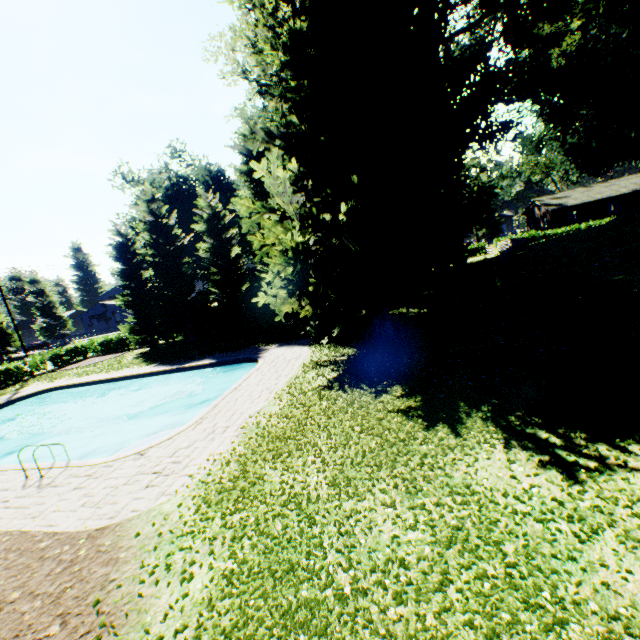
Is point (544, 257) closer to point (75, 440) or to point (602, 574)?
point (602, 574)

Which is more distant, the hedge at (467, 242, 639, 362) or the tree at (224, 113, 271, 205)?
the tree at (224, 113, 271, 205)

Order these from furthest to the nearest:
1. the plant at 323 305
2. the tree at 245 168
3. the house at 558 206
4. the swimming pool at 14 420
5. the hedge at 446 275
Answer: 1. the house at 558 206
2. the hedge at 446 275
3. the tree at 245 168
4. the swimming pool at 14 420
5. the plant at 323 305

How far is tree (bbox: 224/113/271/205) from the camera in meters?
23.7 m

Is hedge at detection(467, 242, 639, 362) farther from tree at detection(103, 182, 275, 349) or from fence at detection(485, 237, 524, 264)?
tree at detection(103, 182, 275, 349)

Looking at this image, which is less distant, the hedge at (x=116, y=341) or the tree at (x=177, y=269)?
the tree at (x=177, y=269)

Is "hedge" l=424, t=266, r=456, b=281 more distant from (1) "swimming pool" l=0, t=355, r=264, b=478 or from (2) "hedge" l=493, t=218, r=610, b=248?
(2) "hedge" l=493, t=218, r=610, b=248

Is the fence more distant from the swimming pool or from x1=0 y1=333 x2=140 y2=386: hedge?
x1=0 y1=333 x2=140 y2=386: hedge
